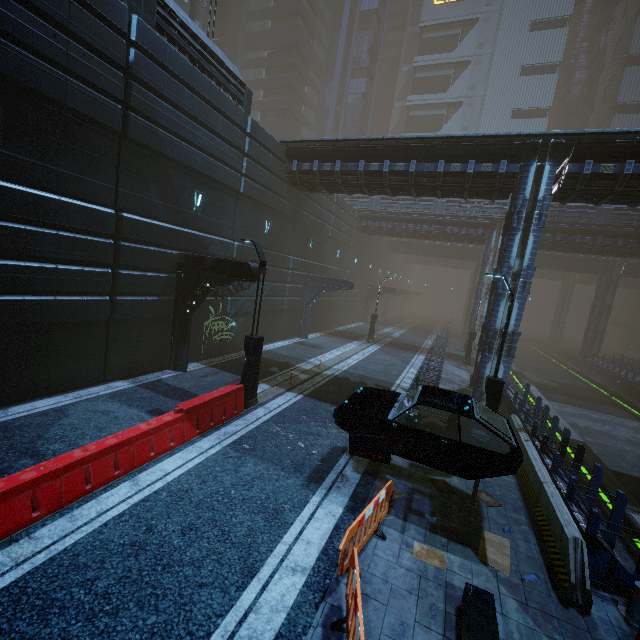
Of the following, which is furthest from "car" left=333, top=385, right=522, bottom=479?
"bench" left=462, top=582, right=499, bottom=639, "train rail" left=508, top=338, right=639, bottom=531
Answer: "train rail" left=508, top=338, right=639, bottom=531

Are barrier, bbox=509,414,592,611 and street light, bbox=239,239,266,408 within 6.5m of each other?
no

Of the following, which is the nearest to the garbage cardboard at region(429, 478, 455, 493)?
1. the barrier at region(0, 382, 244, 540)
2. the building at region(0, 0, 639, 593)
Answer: the building at region(0, 0, 639, 593)

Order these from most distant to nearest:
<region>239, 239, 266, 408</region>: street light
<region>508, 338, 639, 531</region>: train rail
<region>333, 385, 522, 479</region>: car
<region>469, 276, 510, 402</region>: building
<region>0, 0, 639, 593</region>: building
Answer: <region>469, 276, 510, 402</region>: building → <region>508, 338, 639, 531</region>: train rail → <region>239, 239, 266, 408</region>: street light → <region>0, 0, 639, 593</region>: building → <region>333, 385, 522, 479</region>: car

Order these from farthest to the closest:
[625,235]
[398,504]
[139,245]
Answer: [625,235]
[139,245]
[398,504]

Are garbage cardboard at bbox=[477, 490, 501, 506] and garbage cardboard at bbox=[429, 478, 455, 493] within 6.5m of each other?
yes

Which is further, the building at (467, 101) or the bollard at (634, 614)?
the building at (467, 101)

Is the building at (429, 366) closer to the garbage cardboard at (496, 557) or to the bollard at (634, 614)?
the bollard at (634, 614)
